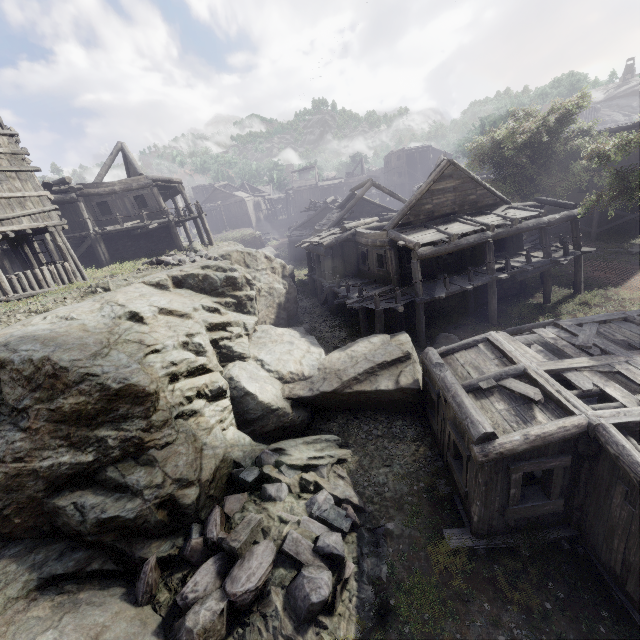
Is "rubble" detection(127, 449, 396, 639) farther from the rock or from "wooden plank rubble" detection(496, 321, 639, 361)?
"wooden plank rubble" detection(496, 321, 639, 361)

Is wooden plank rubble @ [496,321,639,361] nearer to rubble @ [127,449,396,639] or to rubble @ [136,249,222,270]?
rubble @ [127,449,396,639]

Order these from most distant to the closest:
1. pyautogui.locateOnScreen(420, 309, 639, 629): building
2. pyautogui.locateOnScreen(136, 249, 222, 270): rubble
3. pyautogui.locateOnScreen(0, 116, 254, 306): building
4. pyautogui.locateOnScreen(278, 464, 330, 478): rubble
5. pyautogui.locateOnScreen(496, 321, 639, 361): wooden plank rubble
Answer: pyautogui.locateOnScreen(136, 249, 222, 270): rubble → pyautogui.locateOnScreen(0, 116, 254, 306): building → pyautogui.locateOnScreen(278, 464, 330, 478): rubble → pyautogui.locateOnScreen(496, 321, 639, 361): wooden plank rubble → pyautogui.locateOnScreen(420, 309, 639, 629): building

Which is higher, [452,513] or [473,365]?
[473,365]

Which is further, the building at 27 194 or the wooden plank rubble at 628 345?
the building at 27 194

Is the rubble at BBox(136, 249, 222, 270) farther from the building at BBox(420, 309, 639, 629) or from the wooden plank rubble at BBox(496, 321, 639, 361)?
the wooden plank rubble at BBox(496, 321, 639, 361)

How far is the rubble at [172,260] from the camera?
16.7 meters

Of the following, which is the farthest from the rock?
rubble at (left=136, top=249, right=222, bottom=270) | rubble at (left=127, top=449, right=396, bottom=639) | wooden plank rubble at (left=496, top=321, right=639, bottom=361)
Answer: wooden plank rubble at (left=496, top=321, right=639, bottom=361)
